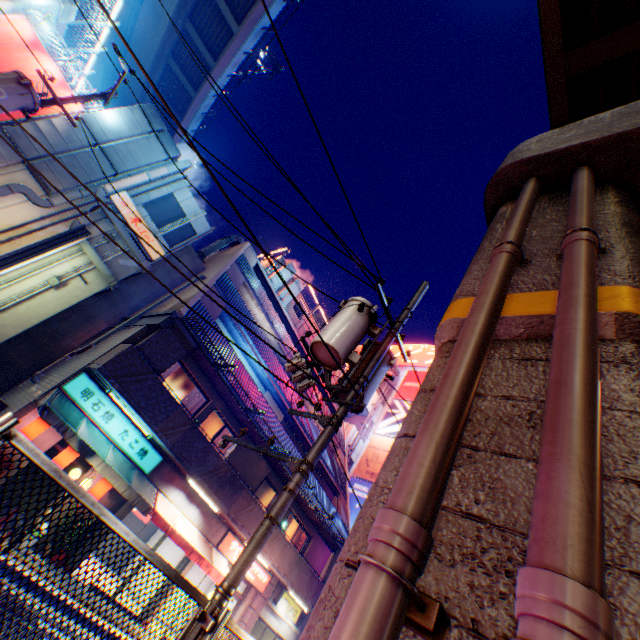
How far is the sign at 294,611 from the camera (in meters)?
16.16

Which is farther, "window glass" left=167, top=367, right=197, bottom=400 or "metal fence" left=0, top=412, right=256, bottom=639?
"window glass" left=167, top=367, right=197, bottom=400

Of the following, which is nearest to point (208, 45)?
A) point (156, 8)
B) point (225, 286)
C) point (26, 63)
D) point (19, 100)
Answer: point (156, 8)

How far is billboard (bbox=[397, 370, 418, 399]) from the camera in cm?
3241

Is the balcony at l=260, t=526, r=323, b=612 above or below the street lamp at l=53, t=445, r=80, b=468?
above

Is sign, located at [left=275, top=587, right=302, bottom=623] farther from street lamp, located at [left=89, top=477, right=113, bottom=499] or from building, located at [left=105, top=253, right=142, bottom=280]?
building, located at [left=105, top=253, right=142, bottom=280]

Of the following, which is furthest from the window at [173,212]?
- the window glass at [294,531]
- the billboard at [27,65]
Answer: the window glass at [294,531]

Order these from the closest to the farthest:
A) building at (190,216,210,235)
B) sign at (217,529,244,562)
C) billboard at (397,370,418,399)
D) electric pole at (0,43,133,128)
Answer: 1. electric pole at (0,43,133,128)
2. sign at (217,529,244,562)
3. building at (190,216,210,235)
4. billboard at (397,370,418,399)
